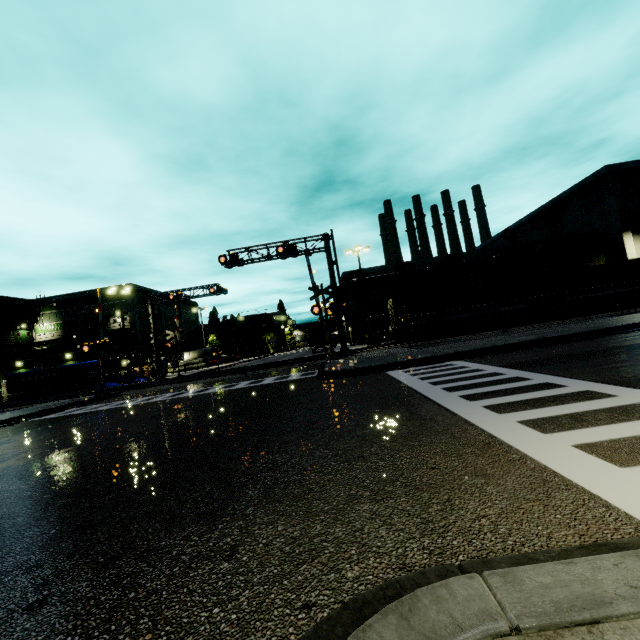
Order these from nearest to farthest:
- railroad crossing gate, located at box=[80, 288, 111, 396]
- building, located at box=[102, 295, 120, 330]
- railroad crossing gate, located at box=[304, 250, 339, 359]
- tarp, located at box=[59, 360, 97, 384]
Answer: railroad crossing gate, located at box=[304, 250, 339, 359]
railroad crossing gate, located at box=[80, 288, 111, 396]
tarp, located at box=[59, 360, 97, 384]
building, located at box=[102, 295, 120, 330]

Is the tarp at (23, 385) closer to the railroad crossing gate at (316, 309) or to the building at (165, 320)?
the building at (165, 320)

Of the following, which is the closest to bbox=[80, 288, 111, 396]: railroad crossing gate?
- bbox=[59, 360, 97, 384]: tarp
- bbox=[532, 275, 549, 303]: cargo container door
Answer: bbox=[59, 360, 97, 384]: tarp

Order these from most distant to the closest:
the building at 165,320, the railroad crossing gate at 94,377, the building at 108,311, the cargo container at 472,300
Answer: the building at 165,320, the building at 108,311, the cargo container at 472,300, the railroad crossing gate at 94,377

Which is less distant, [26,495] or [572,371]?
[26,495]

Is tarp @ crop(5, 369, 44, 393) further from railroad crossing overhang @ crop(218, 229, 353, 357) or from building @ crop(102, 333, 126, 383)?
railroad crossing overhang @ crop(218, 229, 353, 357)

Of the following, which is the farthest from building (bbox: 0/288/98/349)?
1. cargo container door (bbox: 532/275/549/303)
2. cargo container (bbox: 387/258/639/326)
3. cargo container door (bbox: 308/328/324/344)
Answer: cargo container door (bbox: 532/275/549/303)

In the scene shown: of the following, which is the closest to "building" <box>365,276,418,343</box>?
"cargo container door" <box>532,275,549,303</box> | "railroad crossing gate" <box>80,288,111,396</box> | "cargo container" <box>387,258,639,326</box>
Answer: "cargo container" <box>387,258,639,326</box>
